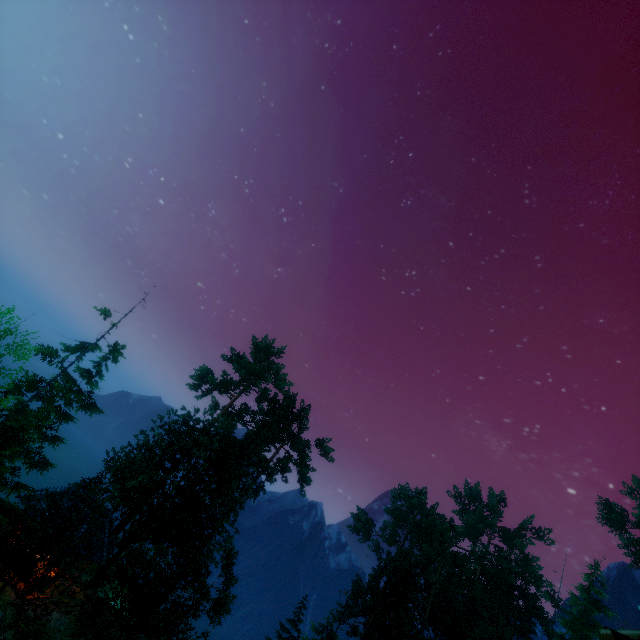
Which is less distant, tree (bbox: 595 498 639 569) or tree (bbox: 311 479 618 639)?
tree (bbox: 311 479 618 639)

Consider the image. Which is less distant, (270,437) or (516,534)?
(270,437)

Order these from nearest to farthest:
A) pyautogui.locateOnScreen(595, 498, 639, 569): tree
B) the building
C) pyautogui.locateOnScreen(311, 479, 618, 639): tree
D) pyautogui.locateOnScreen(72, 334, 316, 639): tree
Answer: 1. pyautogui.locateOnScreen(72, 334, 316, 639): tree
2. the building
3. pyautogui.locateOnScreen(311, 479, 618, 639): tree
4. pyautogui.locateOnScreen(595, 498, 639, 569): tree

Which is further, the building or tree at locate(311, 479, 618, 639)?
tree at locate(311, 479, 618, 639)

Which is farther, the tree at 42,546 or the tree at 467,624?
the tree at 467,624

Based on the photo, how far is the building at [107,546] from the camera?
19.75m

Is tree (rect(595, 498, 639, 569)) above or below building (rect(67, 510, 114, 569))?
above
